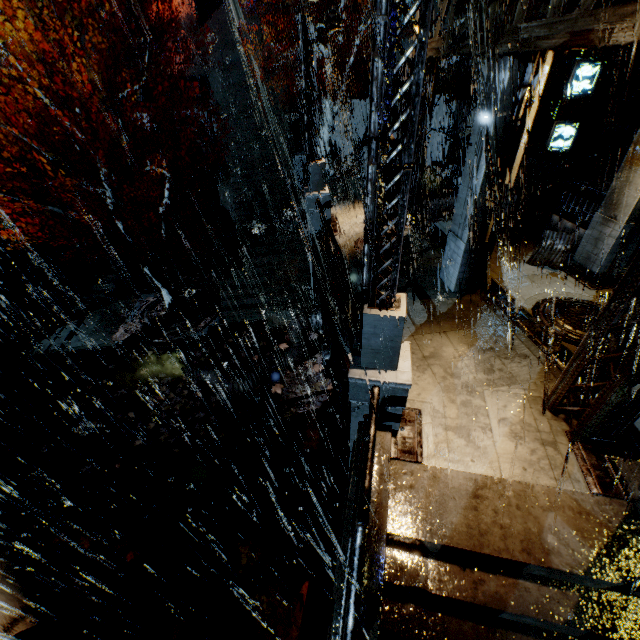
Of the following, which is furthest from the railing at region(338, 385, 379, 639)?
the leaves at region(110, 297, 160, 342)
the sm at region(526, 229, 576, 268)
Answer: the leaves at region(110, 297, 160, 342)

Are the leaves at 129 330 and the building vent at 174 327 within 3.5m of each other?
yes

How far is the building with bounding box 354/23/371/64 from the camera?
21.09m

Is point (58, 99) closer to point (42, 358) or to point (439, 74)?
point (42, 358)

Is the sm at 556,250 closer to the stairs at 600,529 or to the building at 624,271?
the building at 624,271

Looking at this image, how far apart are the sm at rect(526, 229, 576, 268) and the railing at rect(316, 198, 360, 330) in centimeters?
667cm

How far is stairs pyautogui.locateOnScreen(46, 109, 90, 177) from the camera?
22.1m
